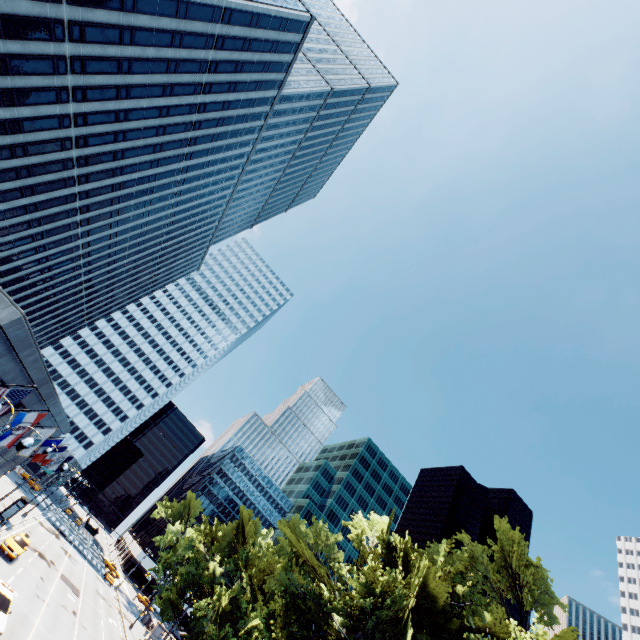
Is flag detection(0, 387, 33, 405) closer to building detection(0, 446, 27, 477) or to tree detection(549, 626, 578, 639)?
building detection(0, 446, 27, 477)

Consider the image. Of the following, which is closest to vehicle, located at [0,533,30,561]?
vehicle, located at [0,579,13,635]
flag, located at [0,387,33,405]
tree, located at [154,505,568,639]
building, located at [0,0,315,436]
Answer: building, located at [0,0,315,436]

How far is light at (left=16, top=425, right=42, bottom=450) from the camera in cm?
1243

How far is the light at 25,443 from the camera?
12.43m

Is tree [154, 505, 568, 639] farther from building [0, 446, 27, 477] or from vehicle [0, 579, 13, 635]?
building [0, 446, 27, 477]

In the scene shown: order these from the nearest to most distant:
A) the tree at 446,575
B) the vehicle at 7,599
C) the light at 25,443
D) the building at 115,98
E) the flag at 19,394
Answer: the light at 25,443
the flag at 19,394
the vehicle at 7,599
the tree at 446,575
the building at 115,98

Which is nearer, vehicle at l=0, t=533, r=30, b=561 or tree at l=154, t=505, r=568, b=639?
tree at l=154, t=505, r=568, b=639

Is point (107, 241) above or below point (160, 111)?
below
